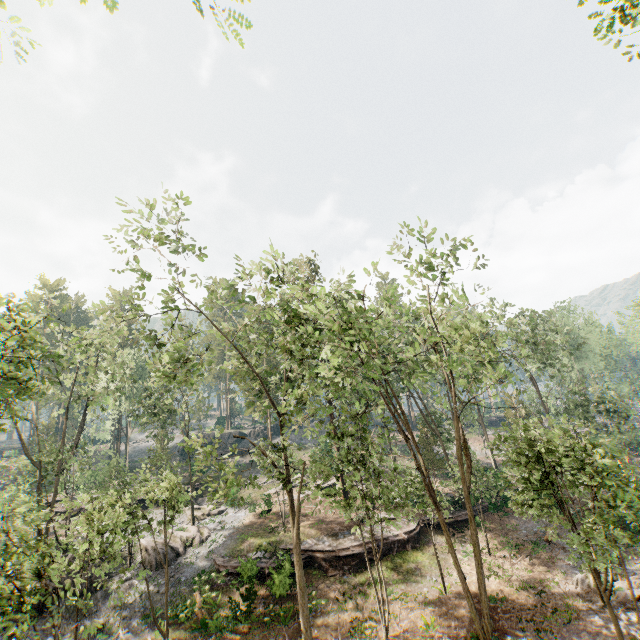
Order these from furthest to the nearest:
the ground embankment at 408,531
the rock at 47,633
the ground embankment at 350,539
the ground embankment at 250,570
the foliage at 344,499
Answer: the ground embankment at 408,531 → the ground embankment at 350,539 → the ground embankment at 250,570 → the rock at 47,633 → the foliage at 344,499

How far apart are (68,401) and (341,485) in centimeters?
2371cm

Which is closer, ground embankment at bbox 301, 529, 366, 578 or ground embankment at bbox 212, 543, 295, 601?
ground embankment at bbox 212, 543, 295, 601

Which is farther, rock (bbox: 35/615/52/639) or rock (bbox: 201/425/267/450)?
rock (bbox: 201/425/267/450)

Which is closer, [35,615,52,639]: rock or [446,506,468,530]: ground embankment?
[35,615,52,639]: rock

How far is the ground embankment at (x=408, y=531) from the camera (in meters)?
23.80

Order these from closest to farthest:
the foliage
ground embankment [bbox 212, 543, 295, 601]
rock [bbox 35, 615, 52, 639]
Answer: the foliage < rock [bbox 35, 615, 52, 639] < ground embankment [bbox 212, 543, 295, 601]
